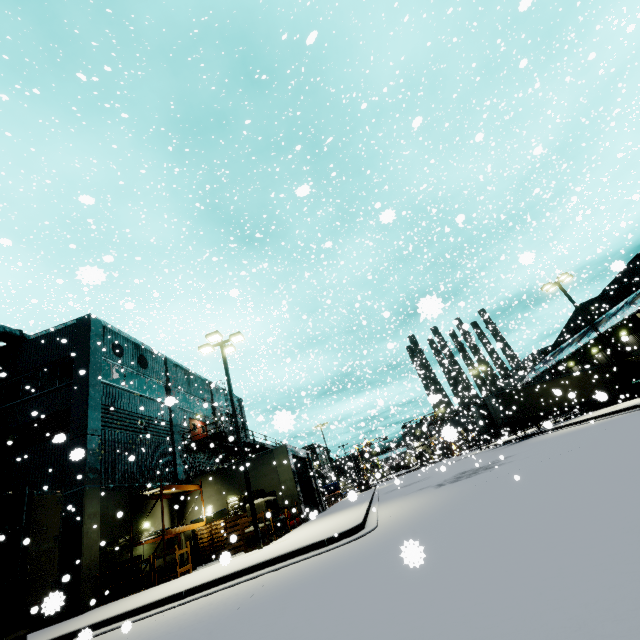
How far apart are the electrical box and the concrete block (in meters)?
5.67

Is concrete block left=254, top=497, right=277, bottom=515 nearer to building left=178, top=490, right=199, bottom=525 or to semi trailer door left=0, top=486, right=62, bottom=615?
building left=178, top=490, right=199, bottom=525

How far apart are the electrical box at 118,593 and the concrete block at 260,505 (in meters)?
5.67

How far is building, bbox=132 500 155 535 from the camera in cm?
1773

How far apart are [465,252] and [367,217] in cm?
1242

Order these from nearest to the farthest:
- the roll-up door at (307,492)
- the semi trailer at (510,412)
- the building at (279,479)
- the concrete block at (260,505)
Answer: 1. the concrete block at (260,505)
2. the building at (279,479)
3. the roll-up door at (307,492)
4. the semi trailer at (510,412)

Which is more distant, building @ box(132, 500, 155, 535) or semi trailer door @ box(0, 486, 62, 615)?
building @ box(132, 500, 155, 535)

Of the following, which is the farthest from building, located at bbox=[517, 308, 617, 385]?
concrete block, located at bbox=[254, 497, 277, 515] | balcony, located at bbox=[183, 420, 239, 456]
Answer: concrete block, located at bbox=[254, 497, 277, 515]
